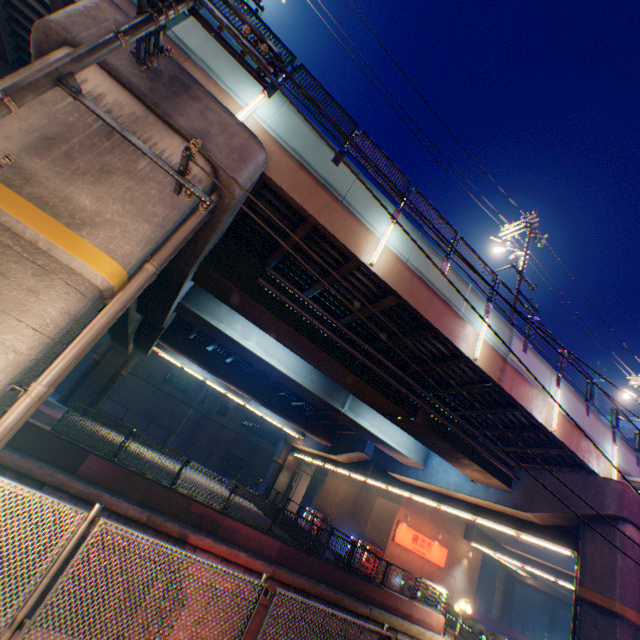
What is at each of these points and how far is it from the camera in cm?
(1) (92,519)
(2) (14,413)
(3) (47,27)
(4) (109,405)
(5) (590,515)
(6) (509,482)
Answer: (1) metal fence, 349
(2) pipe, 476
(3) overpass support, 564
(4) building, 3916
(5) overpass support, 1320
(6) overpass support, 1596

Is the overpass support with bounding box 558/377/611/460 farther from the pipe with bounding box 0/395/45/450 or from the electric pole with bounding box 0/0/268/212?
the electric pole with bounding box 0/0/268/212

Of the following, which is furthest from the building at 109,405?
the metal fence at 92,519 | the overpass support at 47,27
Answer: the metal fence at 92,519

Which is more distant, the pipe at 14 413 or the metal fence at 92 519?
the pipe at 14 413

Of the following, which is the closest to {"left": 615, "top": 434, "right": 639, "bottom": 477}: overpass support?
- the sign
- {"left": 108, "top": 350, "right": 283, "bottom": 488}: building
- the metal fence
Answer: the metal fence

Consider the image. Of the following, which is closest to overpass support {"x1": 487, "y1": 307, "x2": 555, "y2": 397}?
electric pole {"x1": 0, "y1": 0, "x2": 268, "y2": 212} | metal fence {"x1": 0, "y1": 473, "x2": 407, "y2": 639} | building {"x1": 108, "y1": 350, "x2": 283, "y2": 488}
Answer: metal fence {"x1": 0, "y1": 473, "x2": 407, "y2": 639}

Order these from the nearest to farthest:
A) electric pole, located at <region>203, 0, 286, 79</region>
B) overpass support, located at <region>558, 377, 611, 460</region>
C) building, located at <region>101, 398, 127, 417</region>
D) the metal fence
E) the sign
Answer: the metal fence, electric pole, located at <region>203, 0, 286, 79</region>, overpass support, located at <region>558, 377, 611, 460</region>, the sign, building, located at <region>101, 398, 127, 417</region>
